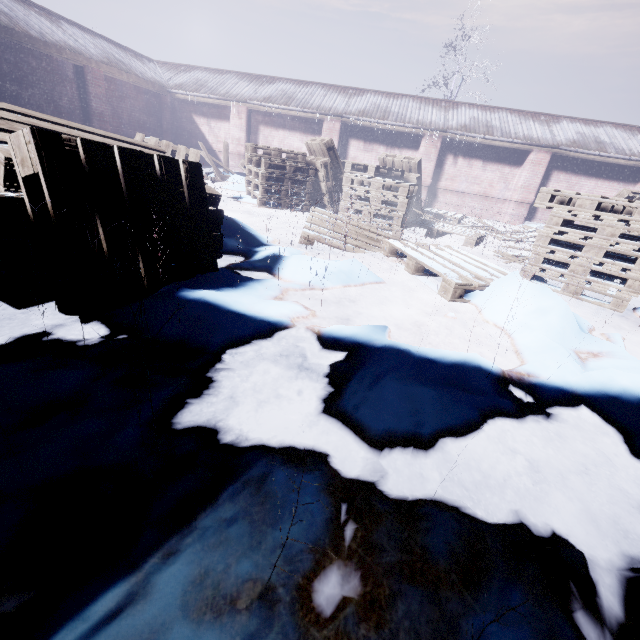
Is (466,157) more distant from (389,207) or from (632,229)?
(632,229)

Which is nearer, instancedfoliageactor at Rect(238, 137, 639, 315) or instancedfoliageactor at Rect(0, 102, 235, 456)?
instancedfoliageactor at Rect(0, 102, 235, 456)

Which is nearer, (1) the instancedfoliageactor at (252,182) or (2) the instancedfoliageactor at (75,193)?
(2) the instancedfoliageactor at (75,193)
